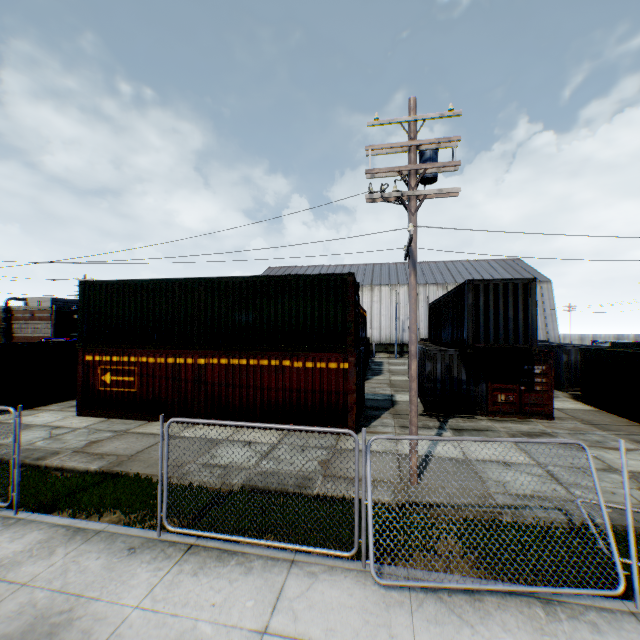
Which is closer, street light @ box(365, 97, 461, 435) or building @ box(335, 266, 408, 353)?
street light @ box(365, 97, 461, 435)

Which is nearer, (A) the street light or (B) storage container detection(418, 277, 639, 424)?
(A) the street light

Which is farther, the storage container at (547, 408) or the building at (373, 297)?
the building at (373, 297)

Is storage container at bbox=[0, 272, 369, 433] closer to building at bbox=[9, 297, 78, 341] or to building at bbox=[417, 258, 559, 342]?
building at bbox=[417, 258, 559, 342]

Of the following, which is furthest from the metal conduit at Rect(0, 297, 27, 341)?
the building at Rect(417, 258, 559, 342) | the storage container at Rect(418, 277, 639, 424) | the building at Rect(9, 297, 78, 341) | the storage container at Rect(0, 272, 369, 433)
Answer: the storage container at Rect(418, 277, 639, 424)

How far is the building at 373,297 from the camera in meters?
49.1

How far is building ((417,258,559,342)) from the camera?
45.6m

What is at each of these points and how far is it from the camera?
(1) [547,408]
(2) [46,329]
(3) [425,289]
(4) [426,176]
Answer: (1) storage container, 14.0 meters
(2) building, 45.0 meters
(3) building, 50.2 meters
(4) street light, 8.4 meters
